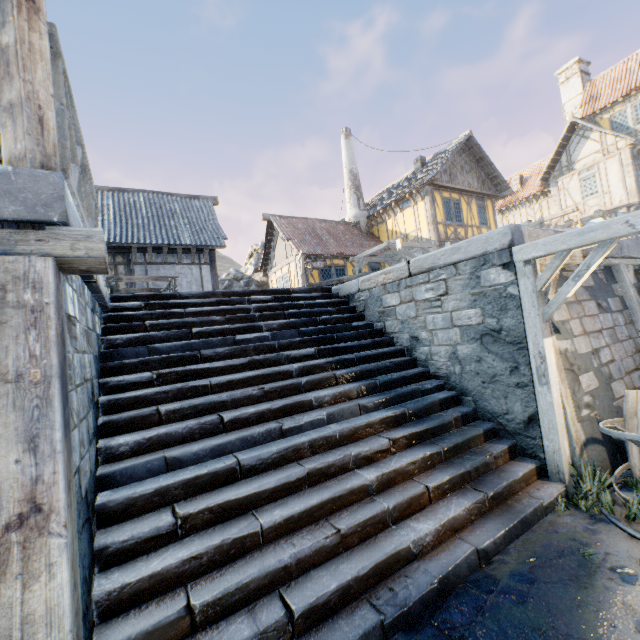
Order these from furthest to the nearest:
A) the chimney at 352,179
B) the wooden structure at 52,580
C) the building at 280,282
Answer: the chimney at 352,179, the building at 280,282, the wooden structure at 52,580

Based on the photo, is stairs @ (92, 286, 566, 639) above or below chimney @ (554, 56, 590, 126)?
below

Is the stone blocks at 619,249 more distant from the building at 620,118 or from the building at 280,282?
the building at 620,118

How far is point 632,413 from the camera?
3.77m

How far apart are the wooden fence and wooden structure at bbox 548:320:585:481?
4.6 meters

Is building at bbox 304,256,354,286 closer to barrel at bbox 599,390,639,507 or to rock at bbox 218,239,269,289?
rock at bbox 218,239,269,289

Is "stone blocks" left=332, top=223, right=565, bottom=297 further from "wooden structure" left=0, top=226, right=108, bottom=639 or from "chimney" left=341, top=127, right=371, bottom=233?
"chimney" left=341, top=127, right=371, bottom=233

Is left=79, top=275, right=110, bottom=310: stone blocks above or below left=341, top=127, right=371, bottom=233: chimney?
below
